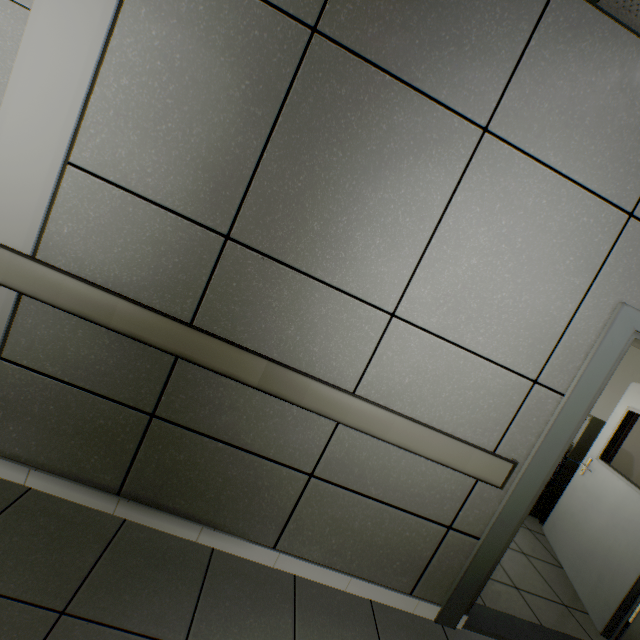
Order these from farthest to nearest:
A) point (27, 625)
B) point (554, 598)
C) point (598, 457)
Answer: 1. point (598, 457)
2. point (554, 598)
3. point (27, 625)

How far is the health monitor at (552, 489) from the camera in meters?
3.8

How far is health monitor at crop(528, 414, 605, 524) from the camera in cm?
382

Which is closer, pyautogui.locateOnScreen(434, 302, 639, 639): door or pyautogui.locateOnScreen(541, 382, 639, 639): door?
pyautogui.locateOnScreen(434, 302, 639, 639): door

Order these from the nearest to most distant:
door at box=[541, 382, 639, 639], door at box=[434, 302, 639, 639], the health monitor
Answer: door at box=[434, 302, 639, 639] < door at box=[541, 382, 639, 639] < the health monitor

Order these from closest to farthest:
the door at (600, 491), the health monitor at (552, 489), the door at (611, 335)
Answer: the door at (611, 335), the door at (600, 491), the health monitor at (552, 489)

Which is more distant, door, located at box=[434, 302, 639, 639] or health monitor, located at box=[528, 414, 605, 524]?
health monitor, located at box=[528, 414, 605, 524]
